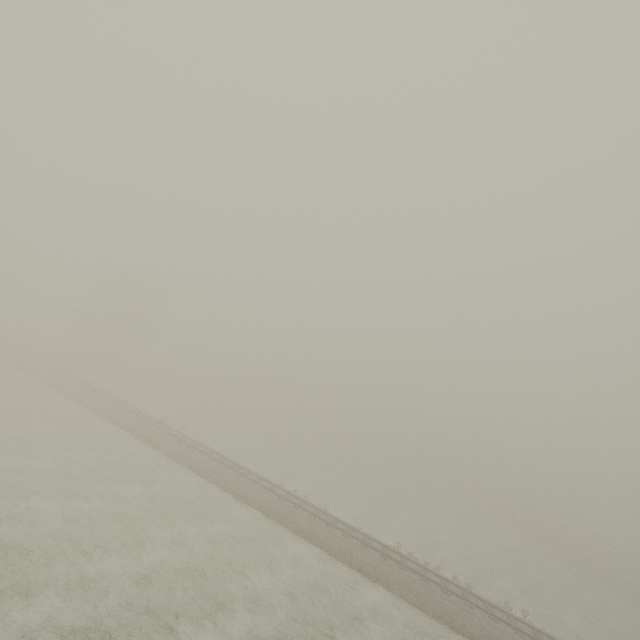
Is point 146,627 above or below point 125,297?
below
